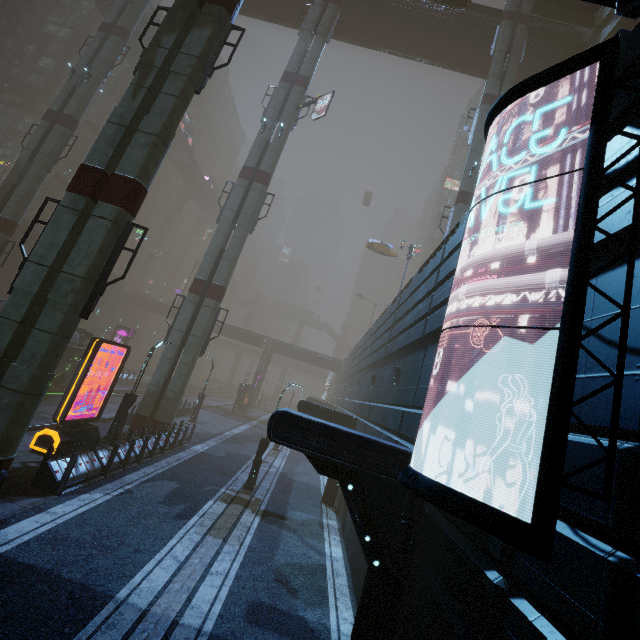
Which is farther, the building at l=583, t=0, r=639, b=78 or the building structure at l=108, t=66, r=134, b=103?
the building structure at l=108, t=66, r=134, b=103

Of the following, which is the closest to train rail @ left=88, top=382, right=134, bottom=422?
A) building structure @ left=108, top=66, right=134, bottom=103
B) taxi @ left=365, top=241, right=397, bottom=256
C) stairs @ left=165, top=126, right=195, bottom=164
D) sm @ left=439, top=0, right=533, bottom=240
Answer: Answer: sm @ left=439, top=0, right=533, bottom=240

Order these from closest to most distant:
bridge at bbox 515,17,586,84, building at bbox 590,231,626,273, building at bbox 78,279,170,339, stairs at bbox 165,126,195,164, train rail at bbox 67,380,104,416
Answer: building at bbox 590,231,626,273, train rail at bbox 67,380,104,416, bridge at bbox 515,17,586,84, building at bbox 78,279,170,339, stairs at bbox 165,126,195,164

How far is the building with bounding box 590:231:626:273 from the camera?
3.9m

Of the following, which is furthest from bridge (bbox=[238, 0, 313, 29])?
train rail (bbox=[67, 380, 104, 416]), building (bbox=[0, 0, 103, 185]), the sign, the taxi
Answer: train rail (bbox=[67, 380, 104, 416])

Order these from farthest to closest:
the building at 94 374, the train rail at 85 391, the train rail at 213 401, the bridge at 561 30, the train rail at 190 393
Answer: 1. the train rail at 190 393
2. the train rail at 213 401
3. the building at 94 374
4. the bridge at 561 30
5. the train rail at 85 391

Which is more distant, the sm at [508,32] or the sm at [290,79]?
the sm at [508,32]

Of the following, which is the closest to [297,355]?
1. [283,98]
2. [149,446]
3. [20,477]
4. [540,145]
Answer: [283,98]
